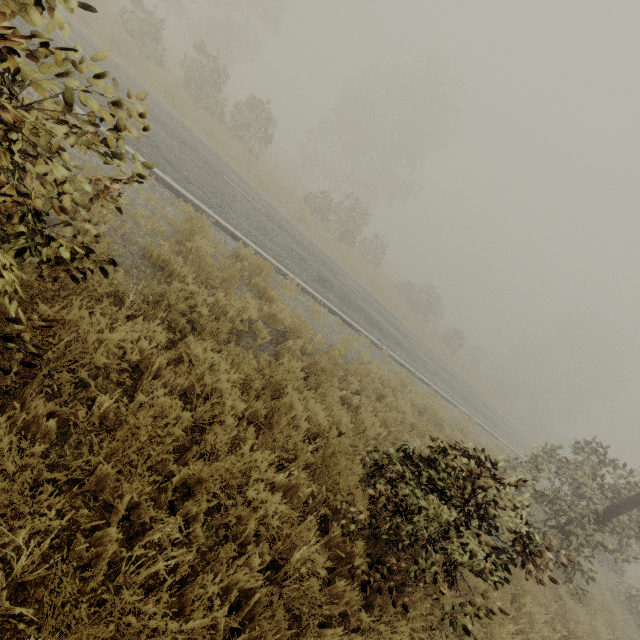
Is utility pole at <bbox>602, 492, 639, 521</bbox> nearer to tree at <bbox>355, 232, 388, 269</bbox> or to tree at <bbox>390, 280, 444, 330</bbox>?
tree at <bbox>355, 232, 388, 269</bbox>

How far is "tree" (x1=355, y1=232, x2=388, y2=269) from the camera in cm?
3039

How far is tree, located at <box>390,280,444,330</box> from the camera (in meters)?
31.22

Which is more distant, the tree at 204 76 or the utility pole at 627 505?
the tree at 204 76

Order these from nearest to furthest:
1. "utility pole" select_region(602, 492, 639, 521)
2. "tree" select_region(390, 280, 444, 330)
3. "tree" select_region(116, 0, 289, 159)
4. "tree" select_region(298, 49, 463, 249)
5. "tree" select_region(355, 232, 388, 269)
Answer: "utility pole" select_region(602, 492, 639, 521) → "tree" select_region(116, 0, 289, 159) → "tree" select_region(298, 49, 463, 249) → "tree" select_region(355, 232, 388, 269) → "tree" select_region(390, 280, 444, 330)

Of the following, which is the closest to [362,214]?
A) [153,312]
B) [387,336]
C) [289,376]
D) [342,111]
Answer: [387,336]

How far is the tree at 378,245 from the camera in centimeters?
3039cm
